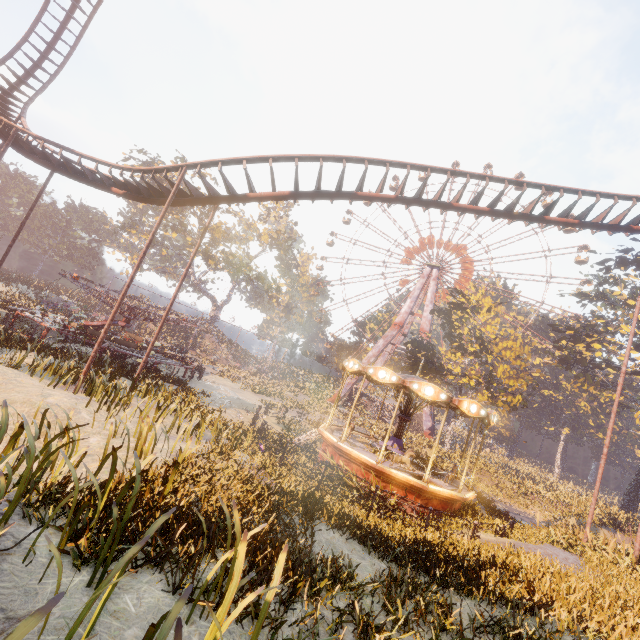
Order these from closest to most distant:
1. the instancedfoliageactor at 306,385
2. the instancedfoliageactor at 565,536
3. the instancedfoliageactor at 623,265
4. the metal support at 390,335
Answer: the instancedfoliageactor at 565,536, the instancedfoliageactor at 306,385, the instancedfoliageactor at 623,265, the metal support at 390,335

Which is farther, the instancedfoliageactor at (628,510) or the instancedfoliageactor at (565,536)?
the instancedfoliageactor at (628,510)

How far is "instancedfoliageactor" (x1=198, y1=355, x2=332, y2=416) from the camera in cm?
2997

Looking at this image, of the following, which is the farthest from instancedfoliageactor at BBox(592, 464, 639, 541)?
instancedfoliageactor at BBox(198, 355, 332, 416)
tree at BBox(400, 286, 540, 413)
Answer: instancedfoliageactor at BBox(198, 355, 332, 416)

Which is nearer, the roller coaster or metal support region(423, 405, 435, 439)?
the roller coaster

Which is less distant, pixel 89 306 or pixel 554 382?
pixel 89 306

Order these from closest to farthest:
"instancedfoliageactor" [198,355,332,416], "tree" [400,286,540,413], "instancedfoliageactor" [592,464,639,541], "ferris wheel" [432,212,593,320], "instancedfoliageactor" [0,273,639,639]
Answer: "instancedfoliageactor" [0,273,639,639] < "instancedfoliageactor" [592,464,639,541] < "instancedfoliageactor" [198,355,332,416] < "tree" [400,286,540,413] < "ferris wheel" [432,212,593,320]

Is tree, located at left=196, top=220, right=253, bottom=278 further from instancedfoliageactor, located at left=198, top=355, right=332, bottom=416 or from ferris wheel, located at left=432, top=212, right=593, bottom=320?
ferris wheel, located at left=432, top=212, right=593, bottom=320
